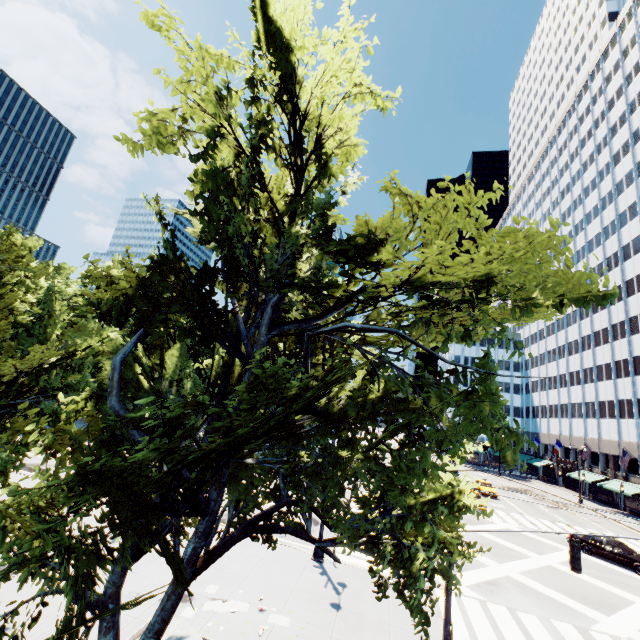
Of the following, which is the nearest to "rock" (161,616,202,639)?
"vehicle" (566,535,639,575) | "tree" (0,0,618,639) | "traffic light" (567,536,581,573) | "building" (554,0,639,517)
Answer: "tree" (0,0,618,639)

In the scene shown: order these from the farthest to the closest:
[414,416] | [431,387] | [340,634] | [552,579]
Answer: [552,579] → [340,634] → [431,387] → [414,416]

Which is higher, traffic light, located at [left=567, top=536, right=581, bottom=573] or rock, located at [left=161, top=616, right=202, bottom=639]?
traffic light, located at [left=567, top=536, right=581, bottom=573]

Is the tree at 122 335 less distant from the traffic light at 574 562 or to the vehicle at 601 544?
the traffic light at 574 562

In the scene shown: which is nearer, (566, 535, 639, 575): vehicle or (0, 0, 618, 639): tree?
(0, 0, 618, 639): tree

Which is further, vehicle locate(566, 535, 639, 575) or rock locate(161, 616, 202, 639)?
vehicle locate(566, 535, 639, 575)

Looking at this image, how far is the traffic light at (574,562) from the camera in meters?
9.4

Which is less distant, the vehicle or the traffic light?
the traffic light
